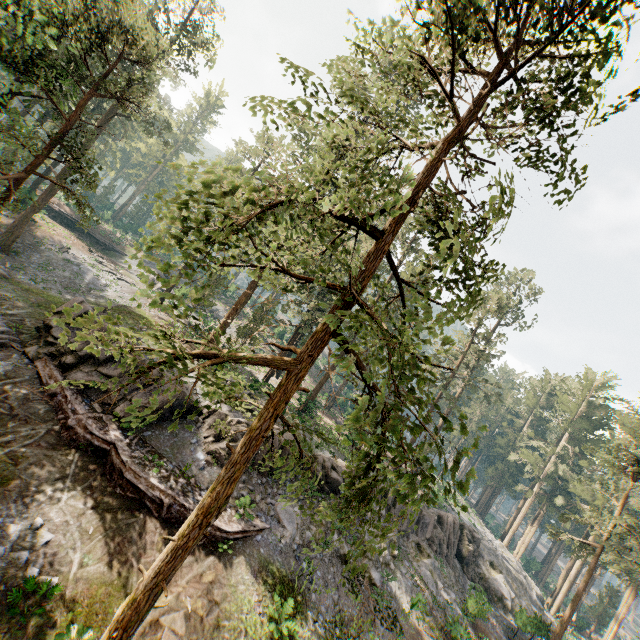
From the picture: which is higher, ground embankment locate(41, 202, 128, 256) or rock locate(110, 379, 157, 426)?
ground embankment locate(41, 202, 128, 256)

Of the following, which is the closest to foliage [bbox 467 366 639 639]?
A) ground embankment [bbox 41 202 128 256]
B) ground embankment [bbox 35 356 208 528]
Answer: → ground embankment [bbox 41 202 128 256]

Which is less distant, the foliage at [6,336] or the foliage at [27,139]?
the foliage at [27,139]

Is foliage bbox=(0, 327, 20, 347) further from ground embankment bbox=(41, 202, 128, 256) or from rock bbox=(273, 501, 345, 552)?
ground embankment bbox=(41, 202, 128, 256)

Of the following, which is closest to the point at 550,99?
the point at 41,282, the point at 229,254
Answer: the point at 229,254

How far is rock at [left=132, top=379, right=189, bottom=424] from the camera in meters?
17.0

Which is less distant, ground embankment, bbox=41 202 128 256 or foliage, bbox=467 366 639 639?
foliage, bbox=467 366 639 639

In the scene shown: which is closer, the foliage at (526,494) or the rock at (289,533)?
the rock at (289,533)
